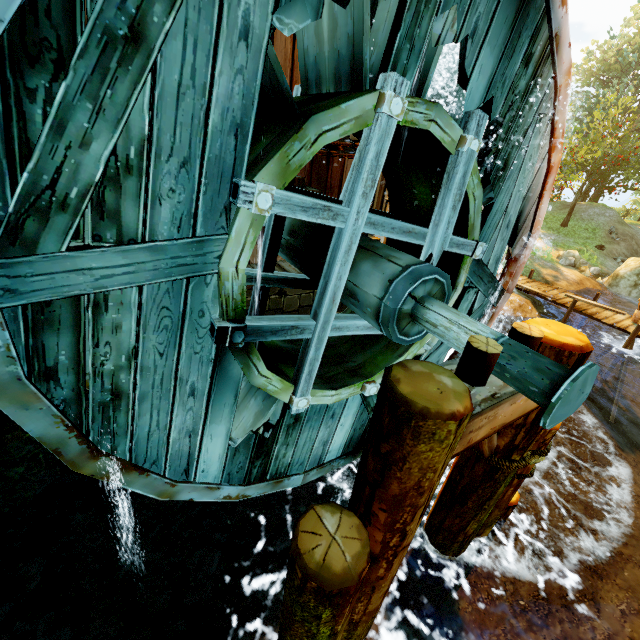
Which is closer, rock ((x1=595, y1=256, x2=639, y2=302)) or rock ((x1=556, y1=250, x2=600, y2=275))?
rock ((x1=595, y1=256, x2=639, y2=302))

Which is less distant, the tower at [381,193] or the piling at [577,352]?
the piling at [577,352]

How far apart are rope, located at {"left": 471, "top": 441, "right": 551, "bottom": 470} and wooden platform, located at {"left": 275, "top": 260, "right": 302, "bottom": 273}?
3.1 meters

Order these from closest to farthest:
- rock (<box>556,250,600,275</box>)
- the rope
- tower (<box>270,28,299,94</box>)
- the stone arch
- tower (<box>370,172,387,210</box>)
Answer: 1. the rope
2. tower (<box>270,28,299,94</box>)
3. the stone arch
4. tower (<box>370,172,387,210</box>)
5. rock (<box>556,250,600,275</box>)

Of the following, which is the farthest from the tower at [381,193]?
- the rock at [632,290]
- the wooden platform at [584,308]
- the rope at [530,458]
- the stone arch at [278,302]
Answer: the rock at [632,290]

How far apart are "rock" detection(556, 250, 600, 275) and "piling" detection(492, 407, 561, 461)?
16.8m

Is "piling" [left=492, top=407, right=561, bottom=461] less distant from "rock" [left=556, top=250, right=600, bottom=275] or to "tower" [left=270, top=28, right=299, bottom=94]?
"tower" [left=270, top=28, right=299, bottom=94]

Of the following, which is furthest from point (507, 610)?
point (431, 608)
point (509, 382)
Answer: point (509, 382)
